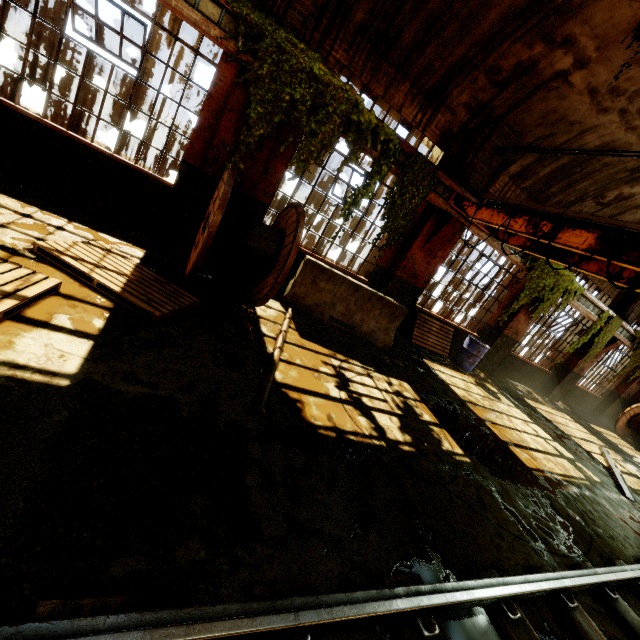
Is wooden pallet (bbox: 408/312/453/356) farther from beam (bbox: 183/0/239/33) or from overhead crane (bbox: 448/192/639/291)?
beam (bbox: 183/0/239/33)

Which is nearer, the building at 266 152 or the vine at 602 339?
the building at 266 152

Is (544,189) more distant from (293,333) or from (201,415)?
(201,415)

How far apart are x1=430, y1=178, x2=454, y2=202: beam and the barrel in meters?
4.3

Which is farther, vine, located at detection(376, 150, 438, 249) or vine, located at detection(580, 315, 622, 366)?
vine, located at detection(580, 315, 622, 366)

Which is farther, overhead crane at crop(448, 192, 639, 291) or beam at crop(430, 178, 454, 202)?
beam at crop(430, 178, 454, 202)

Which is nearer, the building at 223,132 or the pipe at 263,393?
the pipe at 263,393

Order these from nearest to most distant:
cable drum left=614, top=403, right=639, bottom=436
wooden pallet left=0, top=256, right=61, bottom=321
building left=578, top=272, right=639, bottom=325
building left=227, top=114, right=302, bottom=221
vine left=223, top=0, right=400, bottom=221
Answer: wooden pallet left=0, top=256, right=61, bottom=321
vine left=223, top=0, right=400, bottom=221
building left=227, top=114, right=302, bottom=221
building left=578, top=272, right=639, bottom=325
cable drum left=614, top=403, right=639, bottom=436
